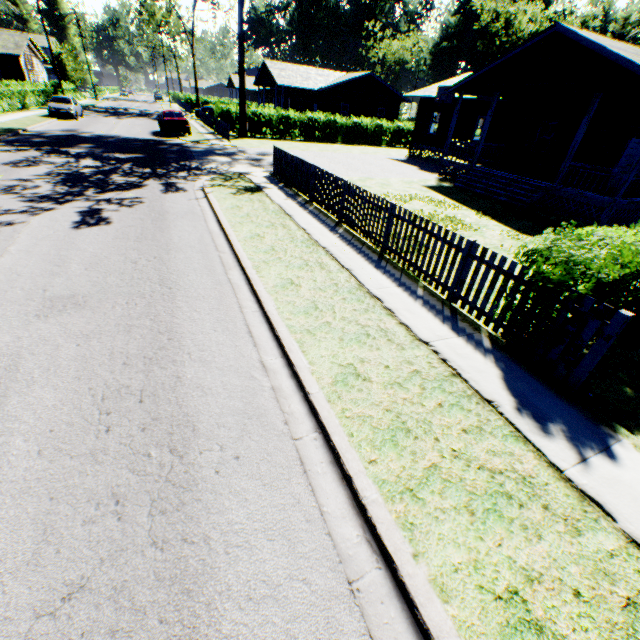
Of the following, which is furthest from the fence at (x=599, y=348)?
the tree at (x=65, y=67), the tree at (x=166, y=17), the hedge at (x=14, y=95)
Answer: the tree at (x=65, y=67)

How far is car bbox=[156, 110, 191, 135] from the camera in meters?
23.7 m

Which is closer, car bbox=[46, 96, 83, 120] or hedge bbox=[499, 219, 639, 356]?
hedge bbox=[499, 219, 639, 356]

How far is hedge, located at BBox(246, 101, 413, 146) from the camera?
30.0 meters

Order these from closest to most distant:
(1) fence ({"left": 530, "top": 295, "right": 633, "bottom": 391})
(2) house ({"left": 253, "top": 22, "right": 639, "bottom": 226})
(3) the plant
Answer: (1) fence ({"left": 530, "top": 295, "right": 633, "bottom": 391}), (2) house ({"left": 253, "top": 22, "right": 639, "bottom": 226}), (3) the plant

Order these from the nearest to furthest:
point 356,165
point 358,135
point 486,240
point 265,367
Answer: point 265,367
point 486,240
point 356,165
point 358,135

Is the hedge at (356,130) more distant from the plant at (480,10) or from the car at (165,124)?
the plant at (480,10)

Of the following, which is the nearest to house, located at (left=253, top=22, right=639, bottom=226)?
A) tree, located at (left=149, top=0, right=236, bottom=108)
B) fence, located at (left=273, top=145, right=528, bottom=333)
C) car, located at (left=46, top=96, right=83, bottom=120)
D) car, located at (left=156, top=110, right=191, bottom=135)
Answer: fence, located at (left=273, top=145, right=528, bottom=333)
